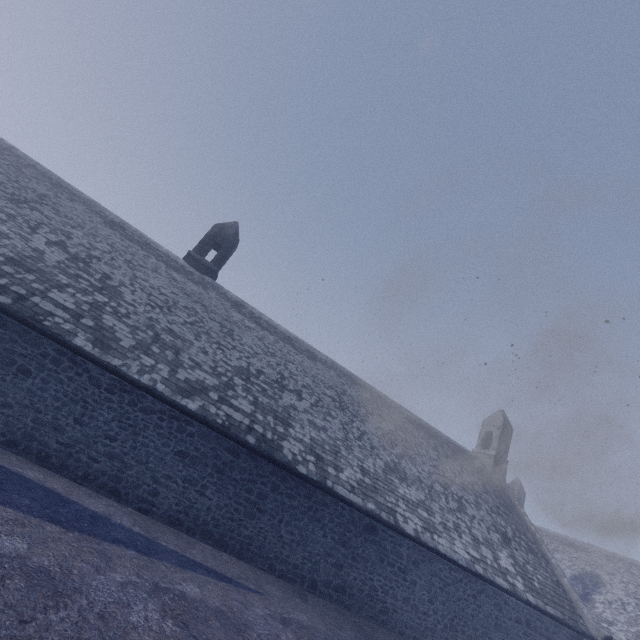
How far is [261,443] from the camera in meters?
10.5
